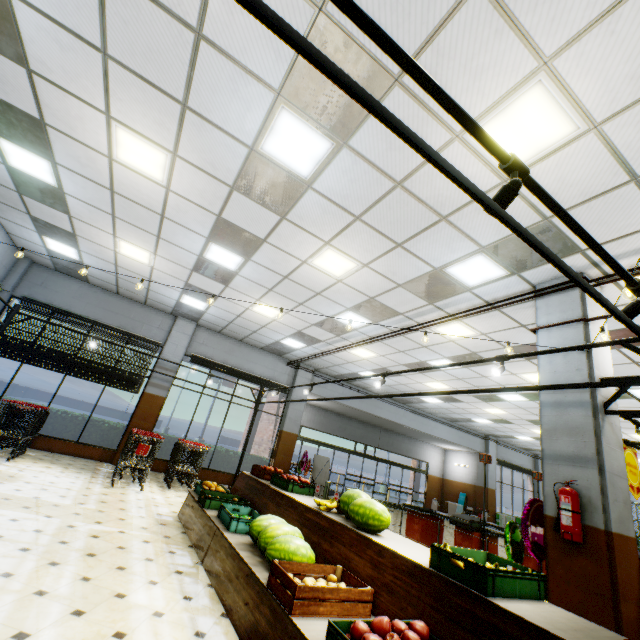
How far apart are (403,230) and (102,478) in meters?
8.6

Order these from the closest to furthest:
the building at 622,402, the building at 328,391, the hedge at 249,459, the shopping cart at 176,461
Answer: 1. the building at 622,402
2. the shopping cart at 176,461
3. the hedge at 249,459
4. the building at 328,391

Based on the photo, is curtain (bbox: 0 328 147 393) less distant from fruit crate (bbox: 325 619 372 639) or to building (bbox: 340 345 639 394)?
building (bbox: 340 345 639 394)

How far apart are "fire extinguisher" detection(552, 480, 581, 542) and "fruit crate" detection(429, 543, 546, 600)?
1.5m

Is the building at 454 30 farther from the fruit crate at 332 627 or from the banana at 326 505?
the banana at 326 505

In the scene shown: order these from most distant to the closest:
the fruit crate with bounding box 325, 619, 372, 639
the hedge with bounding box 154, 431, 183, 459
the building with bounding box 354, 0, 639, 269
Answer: the hedge with bounding box 154, 431, 183, 459
the building with bounding box 354, 0, 639, 269
the fruit crate with bounding box 325, 619, 372, 639

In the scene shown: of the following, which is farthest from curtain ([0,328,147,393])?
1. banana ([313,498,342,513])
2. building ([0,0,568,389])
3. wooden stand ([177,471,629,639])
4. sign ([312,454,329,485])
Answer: banana ([313,498,342,513])

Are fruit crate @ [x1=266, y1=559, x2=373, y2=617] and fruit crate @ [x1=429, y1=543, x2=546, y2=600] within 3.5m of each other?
yes
